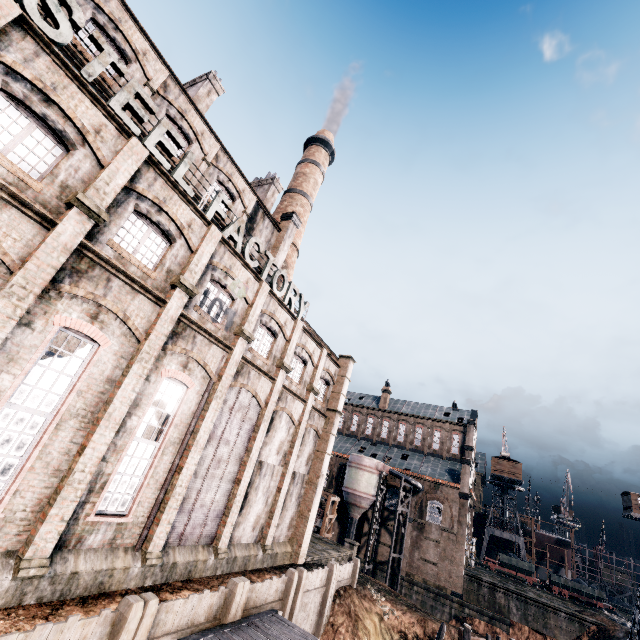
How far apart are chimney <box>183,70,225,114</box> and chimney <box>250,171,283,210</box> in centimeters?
759cm

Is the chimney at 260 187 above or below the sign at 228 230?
above

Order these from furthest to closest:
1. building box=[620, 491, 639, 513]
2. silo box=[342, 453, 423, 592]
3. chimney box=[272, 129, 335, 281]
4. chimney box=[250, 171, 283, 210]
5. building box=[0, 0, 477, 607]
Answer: building box=[620, 491, 639, 513] < silo box=[342, 453, 423, 592] < chimney box=[272, 129, 335, 281] < chimney box=[250, 171, 283, 210] < building box=[0, 0, 477, 607]

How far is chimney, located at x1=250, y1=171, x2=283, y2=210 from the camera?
30.4 meters

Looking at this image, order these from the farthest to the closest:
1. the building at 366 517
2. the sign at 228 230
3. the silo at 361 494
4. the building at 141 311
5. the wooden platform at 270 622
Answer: the building at 366 517
the silo at 361 494
the sign at 228 230
the wooden platform at 270 622
the building at 141 311

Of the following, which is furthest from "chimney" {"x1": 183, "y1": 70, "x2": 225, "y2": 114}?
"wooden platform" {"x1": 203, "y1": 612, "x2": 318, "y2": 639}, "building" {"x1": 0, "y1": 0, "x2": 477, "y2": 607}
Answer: "wooden platform" {"x1": 203, "y1": 612, "x2": 318, "y2": 639}

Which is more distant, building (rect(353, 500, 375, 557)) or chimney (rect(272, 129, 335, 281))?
building (rect(353, 500, 375, 557))

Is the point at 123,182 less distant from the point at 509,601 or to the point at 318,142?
the point at 318,142
